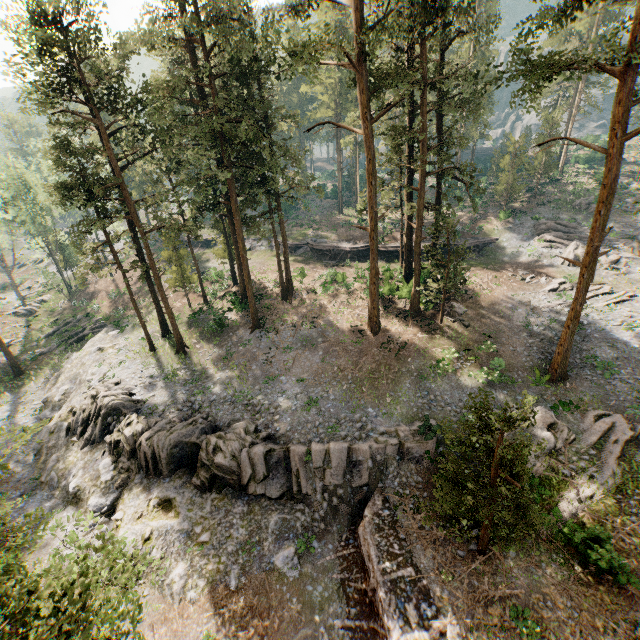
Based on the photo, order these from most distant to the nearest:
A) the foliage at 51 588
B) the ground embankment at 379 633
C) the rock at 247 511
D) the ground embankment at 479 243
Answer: the ground embankment at 479 243, the rock at 247 511, the ground embankment at 379 633, the foliage at 51 588

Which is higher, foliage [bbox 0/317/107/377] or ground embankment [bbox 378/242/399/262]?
ground embankment [bbox 378/242/399/262]

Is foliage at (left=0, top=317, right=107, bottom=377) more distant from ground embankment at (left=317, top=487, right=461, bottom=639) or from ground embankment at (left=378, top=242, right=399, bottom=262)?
ground embankment at (left=378, top=242, right=399, bottom=262)

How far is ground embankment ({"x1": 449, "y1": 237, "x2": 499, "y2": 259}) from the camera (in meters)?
39.47

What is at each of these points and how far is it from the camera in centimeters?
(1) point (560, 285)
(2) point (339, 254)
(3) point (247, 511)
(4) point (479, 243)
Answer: (1) foliage, 3089cm
(2) ground embankment, 4172cm
(3) rock, 1936cm
(4) ground embankment, 4003cm

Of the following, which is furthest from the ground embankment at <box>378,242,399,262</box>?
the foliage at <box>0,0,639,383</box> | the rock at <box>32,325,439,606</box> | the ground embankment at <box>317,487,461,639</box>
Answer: the ground embankment at <box>317,487,461,639</box>

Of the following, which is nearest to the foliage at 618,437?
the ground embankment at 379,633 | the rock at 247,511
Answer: the ground embankment at 379,633

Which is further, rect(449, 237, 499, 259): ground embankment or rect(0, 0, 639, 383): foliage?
rect(449, 237, 499, 259): ground embankment
